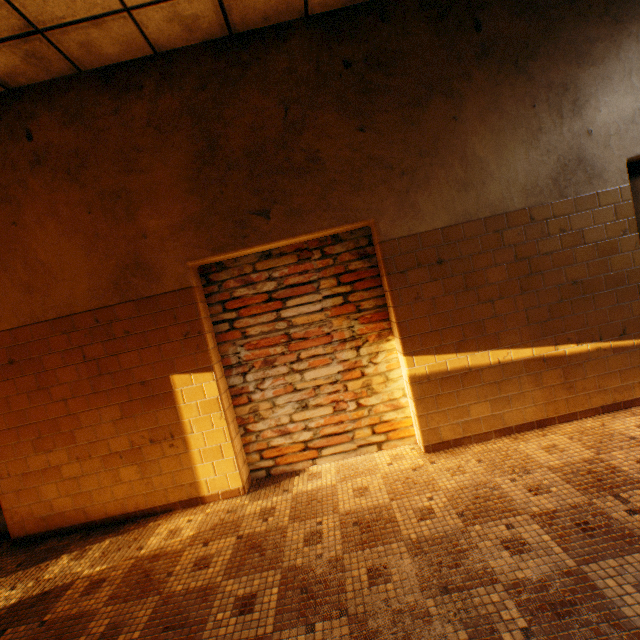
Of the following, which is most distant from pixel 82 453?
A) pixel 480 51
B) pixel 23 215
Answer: pixel 480 51
